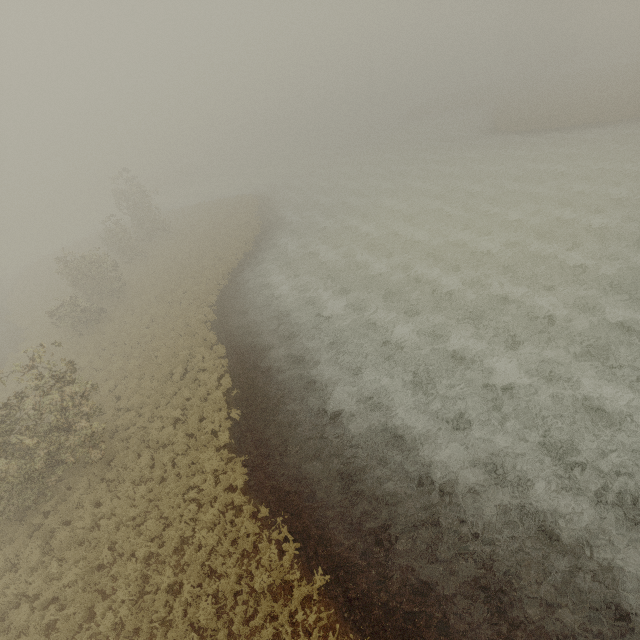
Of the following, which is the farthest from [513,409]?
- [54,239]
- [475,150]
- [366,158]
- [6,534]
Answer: [54,239]
